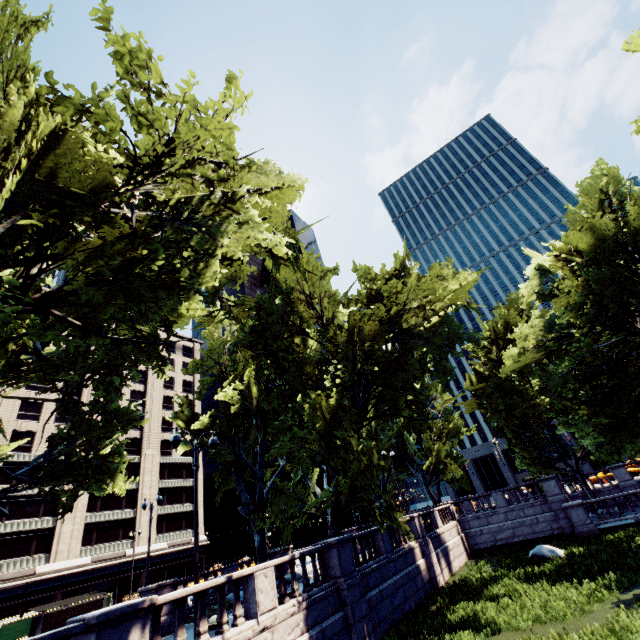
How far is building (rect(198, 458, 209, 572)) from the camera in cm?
5162

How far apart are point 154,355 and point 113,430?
10.30m

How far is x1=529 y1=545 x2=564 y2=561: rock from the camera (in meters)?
19.98

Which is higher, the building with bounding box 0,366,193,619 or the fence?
the building with bounding box 0,366,193,619

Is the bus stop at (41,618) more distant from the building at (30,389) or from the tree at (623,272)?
the building at (30,389)

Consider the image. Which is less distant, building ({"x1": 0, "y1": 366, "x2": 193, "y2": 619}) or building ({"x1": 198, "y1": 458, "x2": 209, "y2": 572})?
building ({"x1": 0, "y1": 366, "x2": 193, "y2": 619})

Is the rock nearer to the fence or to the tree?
the tree

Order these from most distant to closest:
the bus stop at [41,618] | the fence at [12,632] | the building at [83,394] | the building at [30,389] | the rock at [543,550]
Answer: the building at [83,394], the building at [30,389], the fence at [12,632], the rock at [543,550], the bus stop at [41,618]
